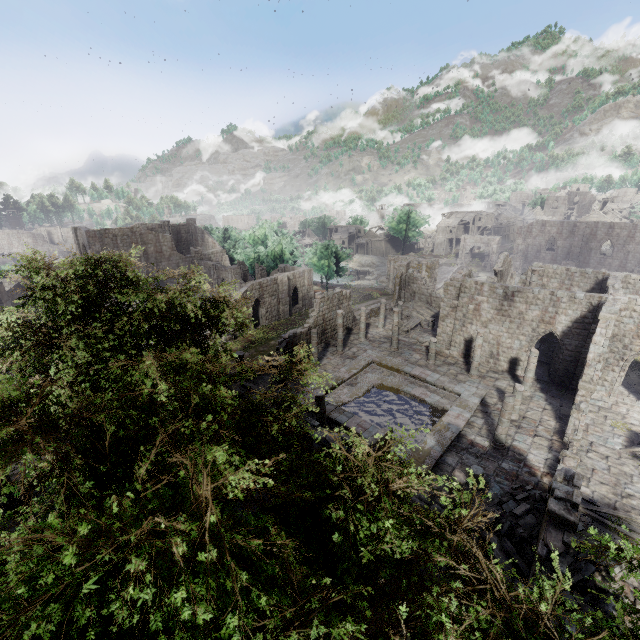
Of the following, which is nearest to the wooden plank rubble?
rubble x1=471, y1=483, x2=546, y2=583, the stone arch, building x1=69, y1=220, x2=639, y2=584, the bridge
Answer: building x1=69, y1=220, x2=639, y2=584

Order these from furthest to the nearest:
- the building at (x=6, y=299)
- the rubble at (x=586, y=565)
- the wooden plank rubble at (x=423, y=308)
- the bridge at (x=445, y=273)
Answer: the bridge at (x=445, y=273)
the wooden plank rubble at (x=423, y=308)
the building at (x=6, y=299)
the rubble at (x=586, y=565)

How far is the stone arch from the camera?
47.38m

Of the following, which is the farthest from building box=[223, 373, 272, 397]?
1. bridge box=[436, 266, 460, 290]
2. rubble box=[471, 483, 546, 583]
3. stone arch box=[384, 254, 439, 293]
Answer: bridge box=[436, 266, 460, 290]

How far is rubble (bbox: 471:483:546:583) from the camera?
11.54m

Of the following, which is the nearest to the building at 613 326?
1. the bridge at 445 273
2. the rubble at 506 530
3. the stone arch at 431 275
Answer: the rubble at 506 530

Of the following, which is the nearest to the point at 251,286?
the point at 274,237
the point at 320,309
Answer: the point at 320,309
